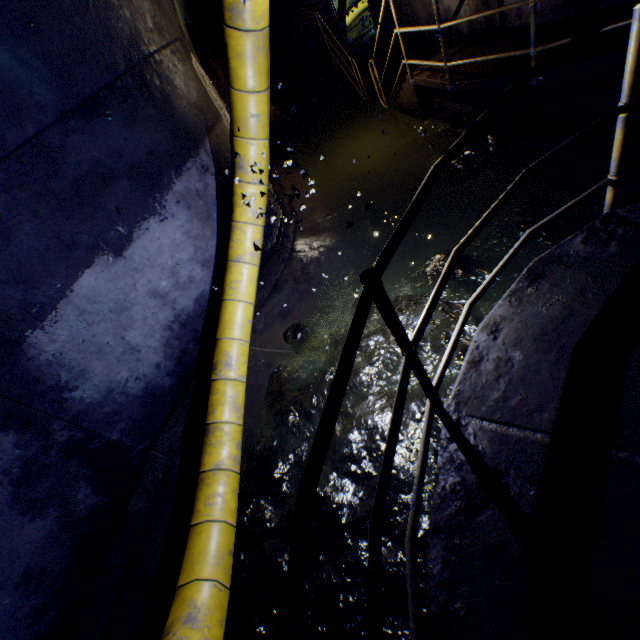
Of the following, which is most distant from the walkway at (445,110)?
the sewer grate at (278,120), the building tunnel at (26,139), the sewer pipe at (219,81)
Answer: the sewer grate at (278,120)

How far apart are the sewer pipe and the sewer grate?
0.0 meters

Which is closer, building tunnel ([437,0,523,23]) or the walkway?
the walkway

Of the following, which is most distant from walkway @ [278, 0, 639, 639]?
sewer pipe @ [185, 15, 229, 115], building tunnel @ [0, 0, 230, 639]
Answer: sewer pipe @ [185, 15, 229, 115]

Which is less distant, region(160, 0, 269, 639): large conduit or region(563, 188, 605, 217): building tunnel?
region(160, 0, 269, 639): large conduit

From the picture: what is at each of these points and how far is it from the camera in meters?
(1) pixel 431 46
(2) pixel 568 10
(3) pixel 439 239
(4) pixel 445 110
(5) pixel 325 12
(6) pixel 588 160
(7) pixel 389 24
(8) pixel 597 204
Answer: (1) building tunnel, 7.1
(2) building tunnel, 4.3
(3) building tunnel, 4.4
(4) walkway, 5.8
(5) building tunnel, 12.2
(6) building tunnel, 4.0
(7) building tunnel, 8.3
(8) building tunnel, 3.5

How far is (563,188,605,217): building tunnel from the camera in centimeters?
348cm

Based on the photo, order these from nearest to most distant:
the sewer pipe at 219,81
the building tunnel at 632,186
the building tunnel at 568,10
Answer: the building tunnel at 632,186 < the building tunnel at 568,10 < the sewer pipe at 219,81
